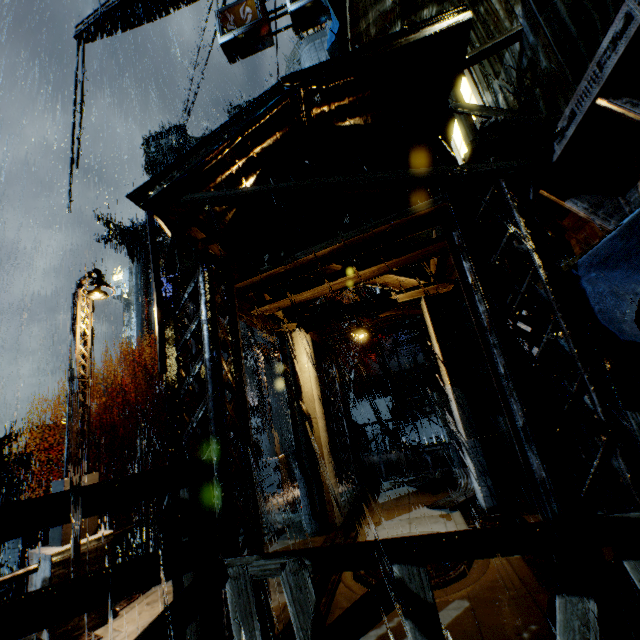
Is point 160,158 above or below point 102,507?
above

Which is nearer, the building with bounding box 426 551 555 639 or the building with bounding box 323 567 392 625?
the building with bounding box 426 551 555 639

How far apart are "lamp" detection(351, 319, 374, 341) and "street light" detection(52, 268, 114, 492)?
6.1m

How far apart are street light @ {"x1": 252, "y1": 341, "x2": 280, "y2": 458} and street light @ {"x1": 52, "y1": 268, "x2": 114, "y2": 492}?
9.3 meters

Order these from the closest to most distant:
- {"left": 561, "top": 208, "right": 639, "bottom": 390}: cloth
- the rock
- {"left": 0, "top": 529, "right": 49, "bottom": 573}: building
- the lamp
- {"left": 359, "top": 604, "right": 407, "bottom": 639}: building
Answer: {"left": 561, "top": 208, "right": 639, "bottom": 390}: cloth, {"left": 359, "top": 604, "right": 407, "bottom": 639}: building, the lamp, {"left": 0, "top": 529, "right": 49, "bottom": 573}: building, the rock

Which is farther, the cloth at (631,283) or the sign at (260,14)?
the sign at (260,14)

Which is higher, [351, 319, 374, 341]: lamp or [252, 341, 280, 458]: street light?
[351, 319, 374, 341]: lamp

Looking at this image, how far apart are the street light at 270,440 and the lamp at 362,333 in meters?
8.2 m
